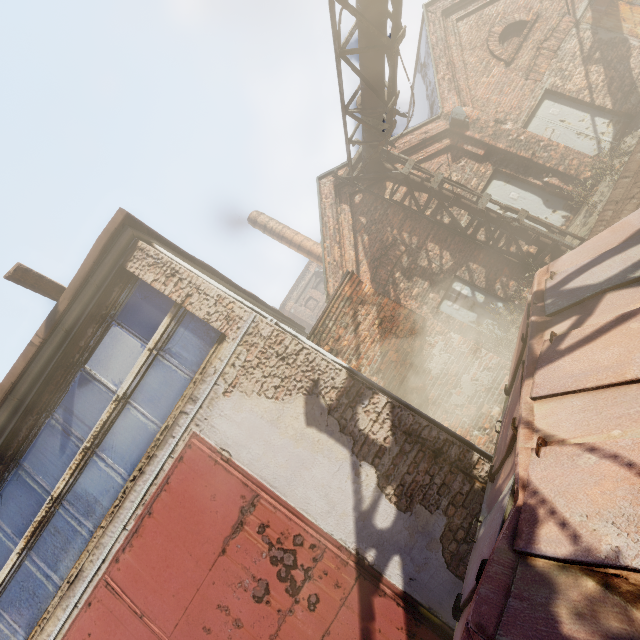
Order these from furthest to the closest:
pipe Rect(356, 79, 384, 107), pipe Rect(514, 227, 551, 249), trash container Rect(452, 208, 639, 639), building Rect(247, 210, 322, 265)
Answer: building Rect(247, 210, 322, 265)
pipe Rect(514, 227, 551, 249)
pipe Rect(356, 79, 384, 107)
trash container Rect(452, 208, 639, 639)

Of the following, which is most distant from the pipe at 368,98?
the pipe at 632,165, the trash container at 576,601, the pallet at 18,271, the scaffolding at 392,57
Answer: the pallet at 18,271

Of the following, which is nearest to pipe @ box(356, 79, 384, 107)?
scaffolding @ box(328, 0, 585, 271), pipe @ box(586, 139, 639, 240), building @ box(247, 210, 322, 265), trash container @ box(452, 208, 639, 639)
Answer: scaffolding @ box(328, 0, 585, 271)

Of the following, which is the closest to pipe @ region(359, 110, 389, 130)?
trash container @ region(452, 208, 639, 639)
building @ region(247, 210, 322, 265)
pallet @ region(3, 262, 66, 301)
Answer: trash container @ region(452, 208, 639, 639)

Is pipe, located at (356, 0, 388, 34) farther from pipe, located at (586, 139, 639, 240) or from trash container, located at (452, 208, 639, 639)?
trash container, located at (452, 208, 639, 639)

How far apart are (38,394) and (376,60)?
8.05m

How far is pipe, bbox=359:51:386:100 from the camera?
6.2 meters

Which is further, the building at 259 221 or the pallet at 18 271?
the building at 259 221
